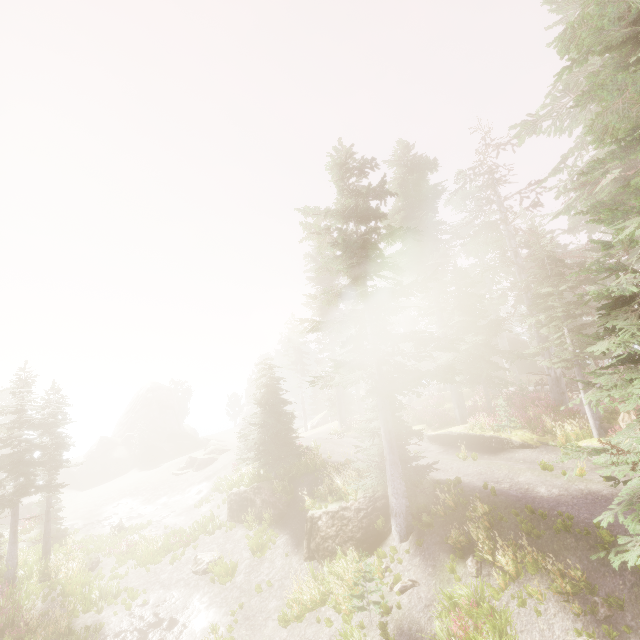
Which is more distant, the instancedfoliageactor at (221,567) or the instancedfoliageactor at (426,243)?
the instancedfoliageactor at (221,567)

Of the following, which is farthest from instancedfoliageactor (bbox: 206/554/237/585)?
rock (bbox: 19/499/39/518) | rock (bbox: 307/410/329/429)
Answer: rock (bbox: 19/499/39/518)

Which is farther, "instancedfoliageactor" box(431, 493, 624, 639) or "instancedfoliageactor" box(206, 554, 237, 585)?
"instancedfoliageactor" box(206, 554, 237, 585)

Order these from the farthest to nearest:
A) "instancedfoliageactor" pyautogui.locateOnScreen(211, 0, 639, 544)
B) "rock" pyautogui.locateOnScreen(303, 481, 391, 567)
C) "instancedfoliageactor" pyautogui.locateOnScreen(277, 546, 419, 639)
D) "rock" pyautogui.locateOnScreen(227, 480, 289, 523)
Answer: "rock" pyautogui.locateOnScreen(227, 480, 289, 523) → "rock" pyautogui.locateOnScreen(303, 481, 391, 567) → "instancedfoliageactor" pyautogui.locateOnScreen(277, 546, 419, 639) → "instancedfoliageactor" pyautogui.locateOnScreen(211, 0, 639, 544)

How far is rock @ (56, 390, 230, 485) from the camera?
39.7 meters

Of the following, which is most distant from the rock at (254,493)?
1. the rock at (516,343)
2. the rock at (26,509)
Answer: the rock at (26,509)

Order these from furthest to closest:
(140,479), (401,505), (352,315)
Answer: (140,479)
(352,315)
(401,505)

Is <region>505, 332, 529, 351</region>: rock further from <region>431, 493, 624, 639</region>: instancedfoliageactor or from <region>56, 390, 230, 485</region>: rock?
<region>56, 390, 230, 485</region>: rock
